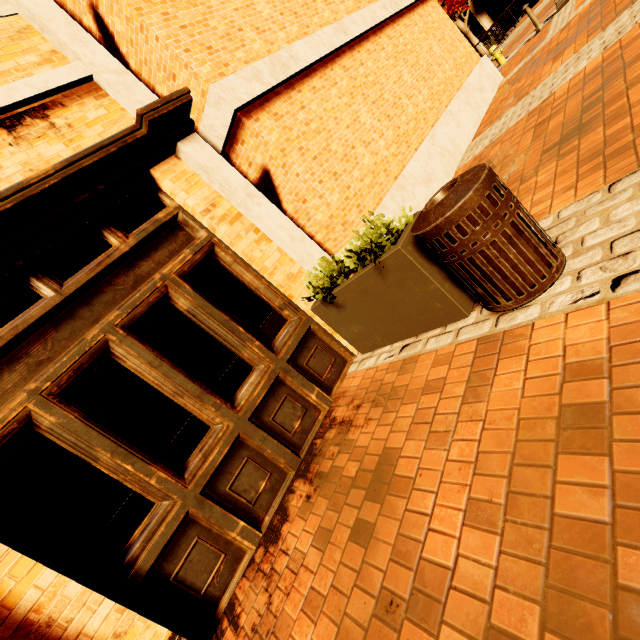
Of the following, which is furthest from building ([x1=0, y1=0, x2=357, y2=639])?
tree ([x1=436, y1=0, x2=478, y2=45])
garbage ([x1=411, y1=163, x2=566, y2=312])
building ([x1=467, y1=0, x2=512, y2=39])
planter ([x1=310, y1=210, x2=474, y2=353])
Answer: building ([x1=467, y1=0, x2=512, y2=39])

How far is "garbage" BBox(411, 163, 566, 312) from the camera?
1.9 meters

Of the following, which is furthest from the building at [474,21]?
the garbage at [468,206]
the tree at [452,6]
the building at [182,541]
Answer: the garbage at [468,206]

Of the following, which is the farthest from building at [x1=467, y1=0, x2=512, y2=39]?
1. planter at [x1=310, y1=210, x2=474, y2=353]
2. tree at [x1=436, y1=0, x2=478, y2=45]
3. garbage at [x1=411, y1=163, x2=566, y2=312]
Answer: planter at [x1=310, y1=210, x2=474, y2=353]

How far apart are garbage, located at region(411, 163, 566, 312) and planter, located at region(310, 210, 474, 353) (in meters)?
0.08

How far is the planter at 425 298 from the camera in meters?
2.5

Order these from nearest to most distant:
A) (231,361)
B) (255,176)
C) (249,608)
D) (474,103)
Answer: (249,608) < (231,361) < (255,176) < (474,103)

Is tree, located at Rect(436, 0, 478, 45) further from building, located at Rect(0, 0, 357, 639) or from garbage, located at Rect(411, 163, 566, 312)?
garbage, located at Rect(411, 163, 566, 312)
